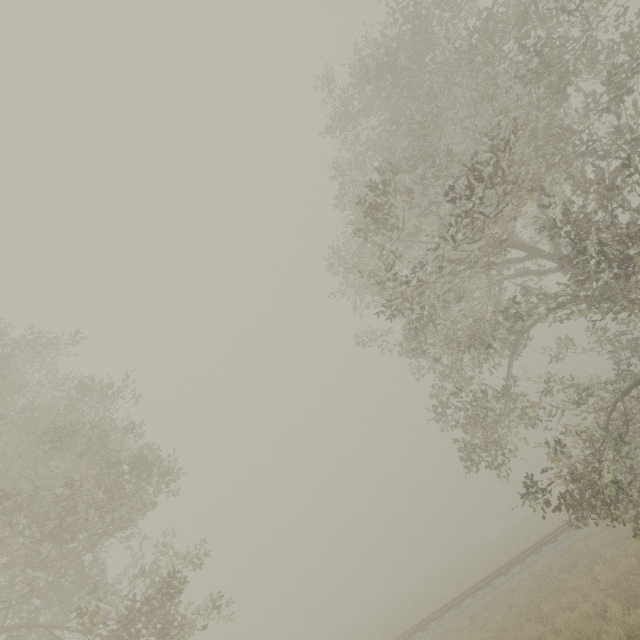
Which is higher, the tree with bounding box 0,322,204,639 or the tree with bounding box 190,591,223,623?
the tree with bounding box 0,322,204,639

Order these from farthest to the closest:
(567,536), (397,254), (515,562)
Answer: (515,562) → (567,536) → (397,254)

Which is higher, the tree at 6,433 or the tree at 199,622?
the tree at 6,433

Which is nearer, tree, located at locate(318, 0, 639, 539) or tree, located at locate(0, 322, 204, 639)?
tree, located at locate(318, 0, 639, 539)

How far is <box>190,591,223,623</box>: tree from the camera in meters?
8.2

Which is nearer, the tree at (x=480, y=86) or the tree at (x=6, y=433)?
the tree at (x=480, y=86)
